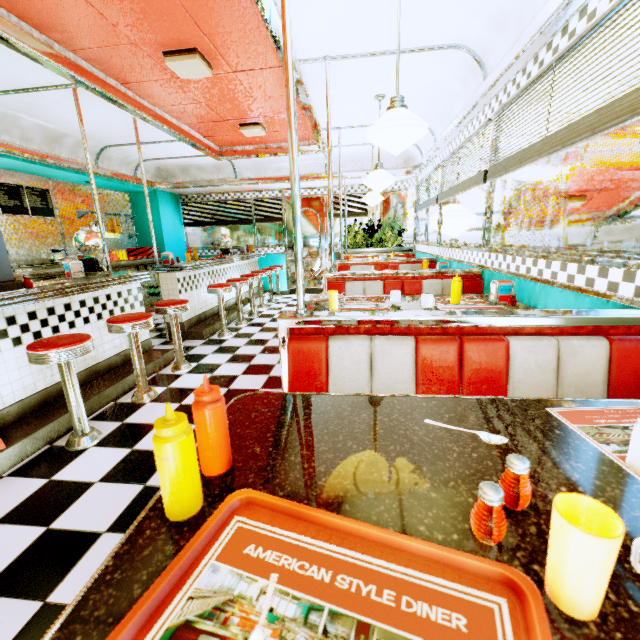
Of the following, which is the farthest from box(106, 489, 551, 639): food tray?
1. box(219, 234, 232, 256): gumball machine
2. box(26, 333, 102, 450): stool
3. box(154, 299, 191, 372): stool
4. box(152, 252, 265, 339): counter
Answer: box(219, 234, 232, 256): gumball machine

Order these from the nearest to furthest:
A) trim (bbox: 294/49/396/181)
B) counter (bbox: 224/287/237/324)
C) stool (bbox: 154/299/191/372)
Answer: trim (bbox: 294/49/396/181), stool (bbox: 154/299/191/372), counter (bbox: 224/287/237/324)

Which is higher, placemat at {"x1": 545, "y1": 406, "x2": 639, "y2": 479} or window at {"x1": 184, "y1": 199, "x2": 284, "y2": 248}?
window at {"x1": 184, "y1": 199, "x2": 284, "y2": 248}

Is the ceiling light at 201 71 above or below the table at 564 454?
above

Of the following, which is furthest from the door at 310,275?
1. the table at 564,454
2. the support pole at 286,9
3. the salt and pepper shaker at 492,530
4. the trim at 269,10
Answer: the salt and pepper shaker at 492,530

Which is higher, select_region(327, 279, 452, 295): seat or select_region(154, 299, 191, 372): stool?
select_region(327, 279, 452, 295): seat

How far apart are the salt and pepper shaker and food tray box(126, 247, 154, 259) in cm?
772

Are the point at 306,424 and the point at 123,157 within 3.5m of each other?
no
